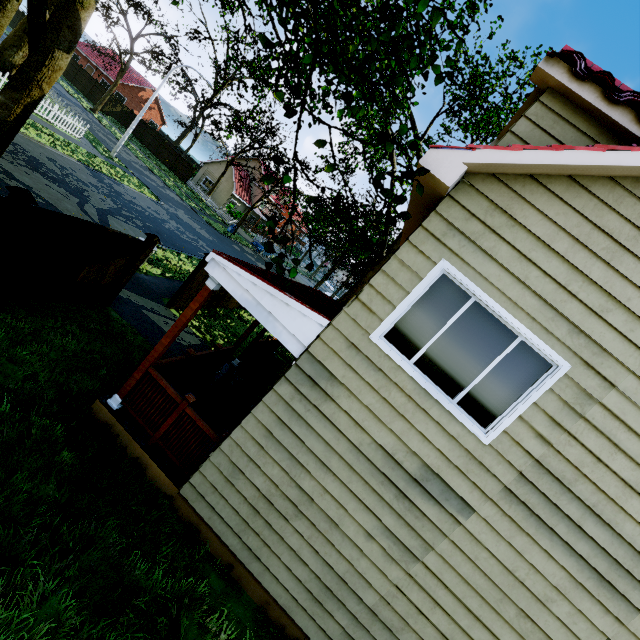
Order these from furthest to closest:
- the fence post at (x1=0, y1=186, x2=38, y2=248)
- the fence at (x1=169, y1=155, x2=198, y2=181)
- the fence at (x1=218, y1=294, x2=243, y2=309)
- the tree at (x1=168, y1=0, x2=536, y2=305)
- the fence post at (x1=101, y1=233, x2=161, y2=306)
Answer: the fence at (x1=169, y1=155, x2=198, y2=181)
the fence at (x1=218, y1=294, x2=243, y2=309)
the fence post at (x1=101, y1=233, x2=161, y2=306)
the fence post at (x1=0, y1=186, x2=38, y2=248)
the tree at (x1=168, y1=0, x2=536, y2=305)

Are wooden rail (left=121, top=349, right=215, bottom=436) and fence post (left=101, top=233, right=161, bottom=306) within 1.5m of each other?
no

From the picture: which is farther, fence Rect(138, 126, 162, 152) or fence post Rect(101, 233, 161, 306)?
fence Rect(138, 126, 162, 152)

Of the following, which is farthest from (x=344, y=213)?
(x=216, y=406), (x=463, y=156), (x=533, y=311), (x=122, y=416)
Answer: (x=216, y=406)

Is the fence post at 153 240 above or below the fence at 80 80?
above

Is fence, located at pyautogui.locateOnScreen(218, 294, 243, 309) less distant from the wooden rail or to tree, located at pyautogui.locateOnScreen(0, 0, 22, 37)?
tree, located at pyautogui.locateOnScreen(0, 0, 22, 37)

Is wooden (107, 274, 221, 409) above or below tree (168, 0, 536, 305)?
below

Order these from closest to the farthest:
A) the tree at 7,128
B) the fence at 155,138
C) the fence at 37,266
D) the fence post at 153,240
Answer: the fence at 37,266
the tree at 7,128
the fence post at 153,240
the fence at 155,138
